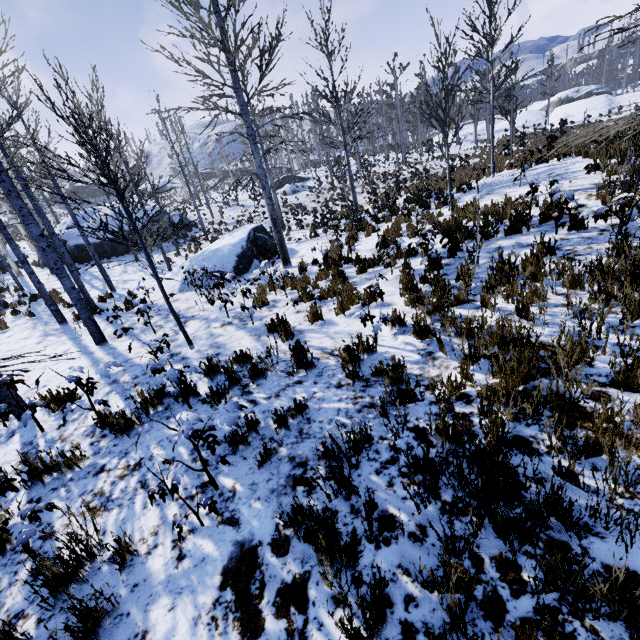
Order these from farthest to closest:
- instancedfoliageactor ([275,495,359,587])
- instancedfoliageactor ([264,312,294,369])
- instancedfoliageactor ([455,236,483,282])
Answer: instancedfoliageactor ([455,236,483,282]) → instancedfoliageactor ([264,312,294,369]) → instancedfoliageactor ([275,495,359,587])

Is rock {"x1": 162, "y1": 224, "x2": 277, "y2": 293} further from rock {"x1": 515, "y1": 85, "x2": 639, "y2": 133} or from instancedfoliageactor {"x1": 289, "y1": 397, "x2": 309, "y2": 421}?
rock {"x1": 515, "y1": 85, "x2": 639, "y2": 133}

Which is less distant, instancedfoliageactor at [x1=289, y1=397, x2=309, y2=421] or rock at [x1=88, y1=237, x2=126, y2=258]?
instancedfoliageactor at [x1=289, y1=397, x2=309, y2=421]

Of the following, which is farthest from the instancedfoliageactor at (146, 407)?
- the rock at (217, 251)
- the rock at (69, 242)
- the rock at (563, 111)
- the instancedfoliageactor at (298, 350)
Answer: the rock at (563, 111)

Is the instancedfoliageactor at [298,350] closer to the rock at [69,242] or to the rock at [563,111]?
the rock at [69,242]

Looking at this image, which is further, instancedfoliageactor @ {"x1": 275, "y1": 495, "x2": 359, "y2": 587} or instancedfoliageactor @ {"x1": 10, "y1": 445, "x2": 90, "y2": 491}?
instancedfoliageactor @ {"x1": 10, "y1": 445, "x2": 90, "y2": 491}

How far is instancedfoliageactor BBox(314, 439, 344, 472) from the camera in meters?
2.7 m

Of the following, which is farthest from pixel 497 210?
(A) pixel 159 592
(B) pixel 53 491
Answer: (B) pixel 53 491
